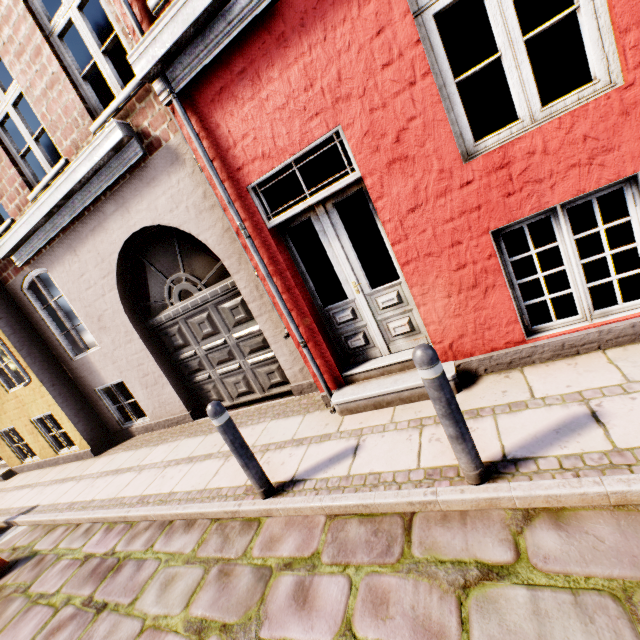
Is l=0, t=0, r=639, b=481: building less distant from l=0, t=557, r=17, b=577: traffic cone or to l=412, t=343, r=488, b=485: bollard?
l=412, t=343, r=488, b=485: bollard

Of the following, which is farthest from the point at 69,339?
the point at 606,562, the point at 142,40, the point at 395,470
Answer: the point at 606,562

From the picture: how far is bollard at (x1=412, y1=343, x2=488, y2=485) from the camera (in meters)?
2.07

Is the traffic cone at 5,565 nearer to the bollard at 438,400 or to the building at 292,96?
the building at 292,96

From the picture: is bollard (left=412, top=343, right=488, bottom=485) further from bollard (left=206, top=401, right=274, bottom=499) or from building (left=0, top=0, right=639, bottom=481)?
bollard (left=206, top=401, right=274, bottom=499)

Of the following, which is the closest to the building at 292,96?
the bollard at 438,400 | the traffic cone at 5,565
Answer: the bollard at 438,400

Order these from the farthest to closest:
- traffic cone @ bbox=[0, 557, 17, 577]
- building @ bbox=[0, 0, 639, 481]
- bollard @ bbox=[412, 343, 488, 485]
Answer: traffic cone @ bbox=[0, 557, 17, 577], building @ bbox=[0, 0, 639, 481], bollard @ bbox=[412, 343, 488, 485]

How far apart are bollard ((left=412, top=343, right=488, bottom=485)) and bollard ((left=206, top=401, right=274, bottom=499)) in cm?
185
